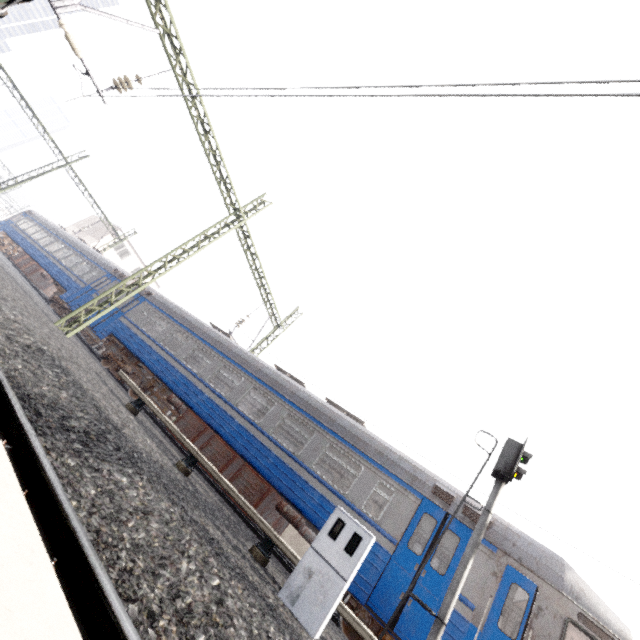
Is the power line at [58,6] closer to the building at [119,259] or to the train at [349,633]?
the train at [349,633]

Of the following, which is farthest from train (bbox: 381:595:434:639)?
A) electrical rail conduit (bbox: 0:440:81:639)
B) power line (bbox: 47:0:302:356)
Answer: electrical rail conduit (bbox: 0:440:81:639)

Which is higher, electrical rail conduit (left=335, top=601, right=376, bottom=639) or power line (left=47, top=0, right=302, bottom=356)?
power line (left=47, top=0, right=302, bottom=356)

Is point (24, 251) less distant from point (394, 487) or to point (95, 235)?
point (95, 235)

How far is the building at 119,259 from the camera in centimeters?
3978cm

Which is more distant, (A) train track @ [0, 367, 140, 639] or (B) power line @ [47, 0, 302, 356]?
(B) power line @ [47, 0, 302, 356]

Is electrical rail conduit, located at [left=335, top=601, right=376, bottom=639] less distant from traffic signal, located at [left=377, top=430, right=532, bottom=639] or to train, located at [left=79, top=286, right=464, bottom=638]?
traffic signal, located at [left=377, top=430, right=532, bottom=639]

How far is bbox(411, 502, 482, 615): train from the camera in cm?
729
